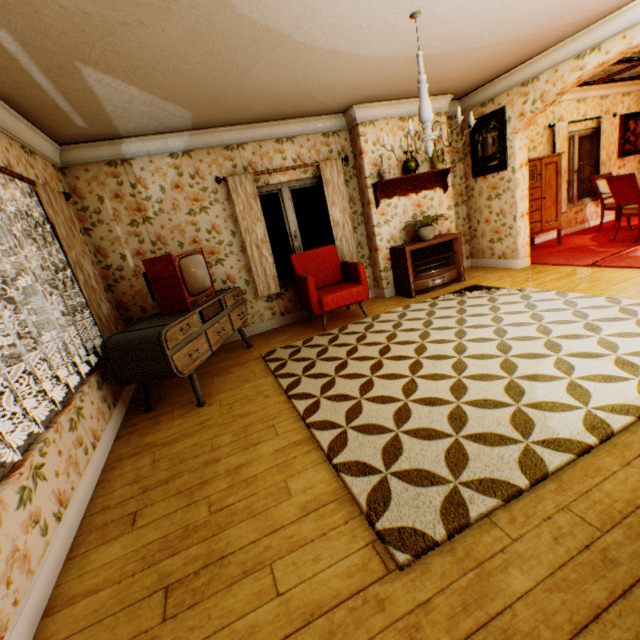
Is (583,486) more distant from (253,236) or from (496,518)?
(253,236)

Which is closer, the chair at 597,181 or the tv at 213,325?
the tv at 213,325

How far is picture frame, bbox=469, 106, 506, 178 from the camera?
5.5 meters

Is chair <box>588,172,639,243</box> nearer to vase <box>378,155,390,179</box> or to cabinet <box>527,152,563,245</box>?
cabinet <box>527,152,563,245</box>

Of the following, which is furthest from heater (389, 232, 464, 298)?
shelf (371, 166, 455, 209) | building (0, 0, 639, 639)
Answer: shelf (371, 166, 455, 209)

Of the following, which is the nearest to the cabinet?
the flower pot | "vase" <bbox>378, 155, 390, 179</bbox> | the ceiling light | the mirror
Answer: the mirror

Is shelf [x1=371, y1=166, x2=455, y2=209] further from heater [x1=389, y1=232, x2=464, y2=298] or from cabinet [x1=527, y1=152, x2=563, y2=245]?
cabinet [x1=527, y1=152, x2=563, y2=245]

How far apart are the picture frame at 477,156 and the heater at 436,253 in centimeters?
132cm
